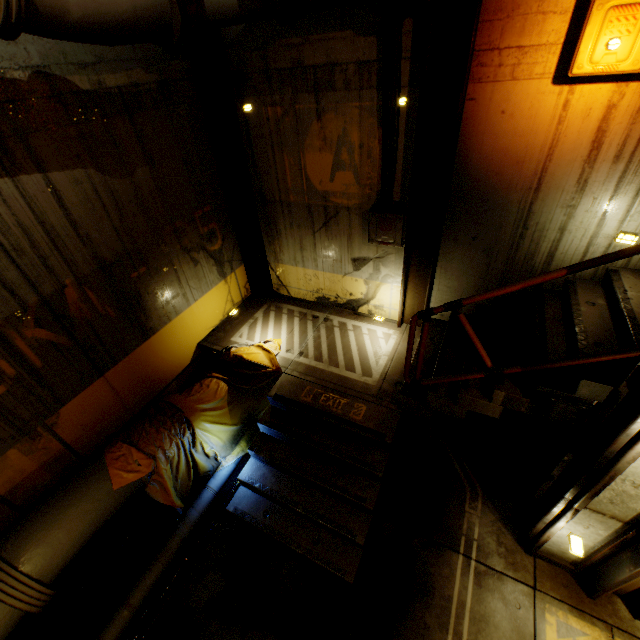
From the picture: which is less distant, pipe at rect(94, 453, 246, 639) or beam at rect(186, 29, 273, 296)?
pipe at rect(94, 453, 246, 639)

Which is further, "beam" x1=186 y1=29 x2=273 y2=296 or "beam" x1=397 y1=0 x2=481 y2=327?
"beam" x1=186 y1=29 x2=273 y2=296

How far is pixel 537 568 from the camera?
4.1m

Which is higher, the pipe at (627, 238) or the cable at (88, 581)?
the pipe at (627, 238)

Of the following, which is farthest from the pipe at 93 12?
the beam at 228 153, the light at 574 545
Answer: the light at 574 545

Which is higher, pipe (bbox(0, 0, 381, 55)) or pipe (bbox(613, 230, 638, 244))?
pipe (bbox(0, 0, 381, 55))

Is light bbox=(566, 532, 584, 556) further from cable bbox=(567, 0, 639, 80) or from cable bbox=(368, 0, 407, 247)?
cable bbox=(368, 0, 407, 247)

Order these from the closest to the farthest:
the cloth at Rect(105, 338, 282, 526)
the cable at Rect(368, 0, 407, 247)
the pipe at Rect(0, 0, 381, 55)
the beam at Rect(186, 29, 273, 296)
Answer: the pipe at Rect(0, 0, 381, 55)
the cable at Rect(368, 0, 407, 247)
the cloth at Rect(105, 338, 282, 526)
the beam at Rect(186, 29, 273, 296)
